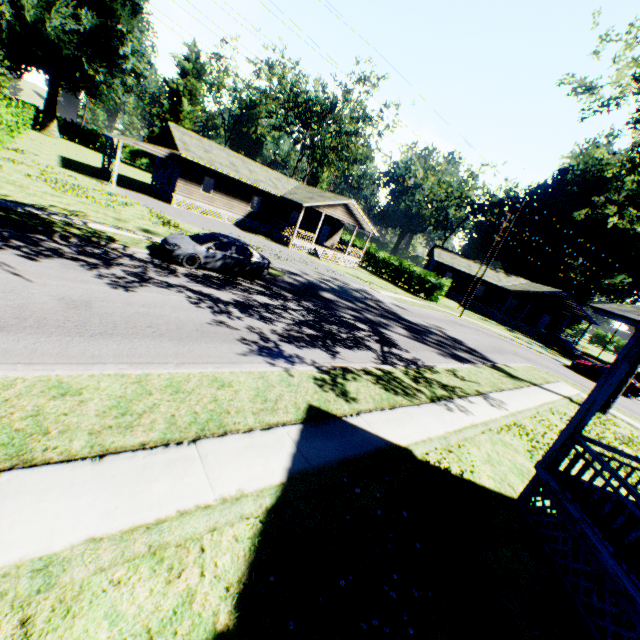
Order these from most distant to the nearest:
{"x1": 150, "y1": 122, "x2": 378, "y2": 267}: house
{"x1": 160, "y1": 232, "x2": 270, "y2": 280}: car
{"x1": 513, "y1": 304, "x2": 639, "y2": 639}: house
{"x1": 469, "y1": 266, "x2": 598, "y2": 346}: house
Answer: {"x1": 469, "y1": 266, "x2": 598, "y2": 346}: house → {"x1": 150, "y1": 122, "x2": 378, "y2": 267}: house → {"x1": 160, "y1": 232, "x2": 270, "y2": 280}: car → {"x1": 513, "y1": 304, "x2": 639, "y2": 639}: house

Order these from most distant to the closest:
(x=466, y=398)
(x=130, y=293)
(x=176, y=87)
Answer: (x=176, y=87) → (x=466, y=398) → (x=130, y=293)

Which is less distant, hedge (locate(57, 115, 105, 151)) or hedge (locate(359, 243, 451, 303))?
hedge (locate(359, 243, 451, 303))

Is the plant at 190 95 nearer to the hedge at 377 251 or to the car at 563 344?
the hedge at 377 251

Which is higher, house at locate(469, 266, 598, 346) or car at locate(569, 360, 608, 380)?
house at locate(469, 266, 598, 346)

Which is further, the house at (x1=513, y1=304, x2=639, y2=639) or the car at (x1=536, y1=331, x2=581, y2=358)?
the car at (x1=536, y1=331, x2=581, y2=358)

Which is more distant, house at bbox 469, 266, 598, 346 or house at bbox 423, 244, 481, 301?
house at bbox 423, 244, 481, 301

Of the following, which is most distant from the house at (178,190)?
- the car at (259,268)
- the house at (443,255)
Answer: the car at (259,268)
